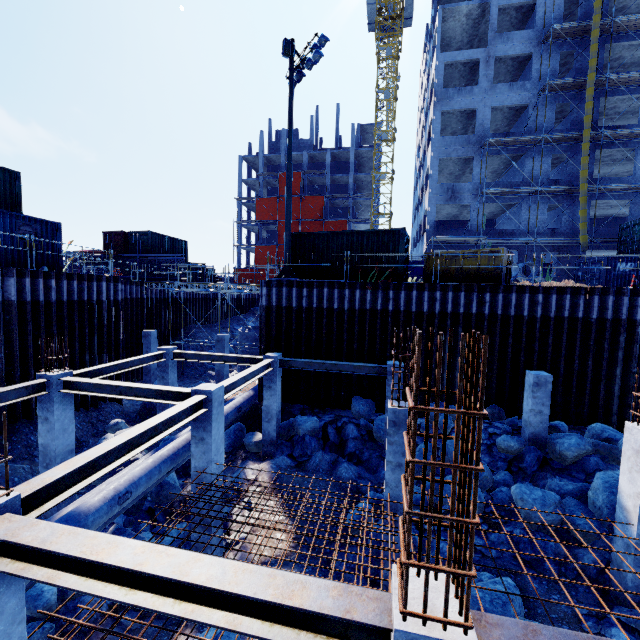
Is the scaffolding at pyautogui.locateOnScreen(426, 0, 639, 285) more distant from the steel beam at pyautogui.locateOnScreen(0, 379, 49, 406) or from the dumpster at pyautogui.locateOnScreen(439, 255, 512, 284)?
the steel beam at pyautogui.locateOnScreen(0, 379, 49, 406)

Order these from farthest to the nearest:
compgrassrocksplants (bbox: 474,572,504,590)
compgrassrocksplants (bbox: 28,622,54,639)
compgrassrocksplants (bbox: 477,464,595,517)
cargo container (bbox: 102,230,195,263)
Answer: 1. cargo container (bbox: 102,230,195,263)
2. compgrassrocksplants (bbox: 477,464,595,517)
3. compgrassrocksplants (bbox: 474,572,504,590)
4. compgrassrocksplants (bbox: 28,622,54,639)

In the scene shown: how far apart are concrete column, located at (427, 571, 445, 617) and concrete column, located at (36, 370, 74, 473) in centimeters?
1033cm

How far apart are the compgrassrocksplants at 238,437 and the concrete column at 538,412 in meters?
11.4

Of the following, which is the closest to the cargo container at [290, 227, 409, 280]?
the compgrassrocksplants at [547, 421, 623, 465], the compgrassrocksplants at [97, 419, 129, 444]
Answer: the compgrassrocksplants at [547, 421, 623, 465]

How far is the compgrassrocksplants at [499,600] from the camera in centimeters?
636cm

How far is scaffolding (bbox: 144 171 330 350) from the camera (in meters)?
22.77

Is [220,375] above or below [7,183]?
below
